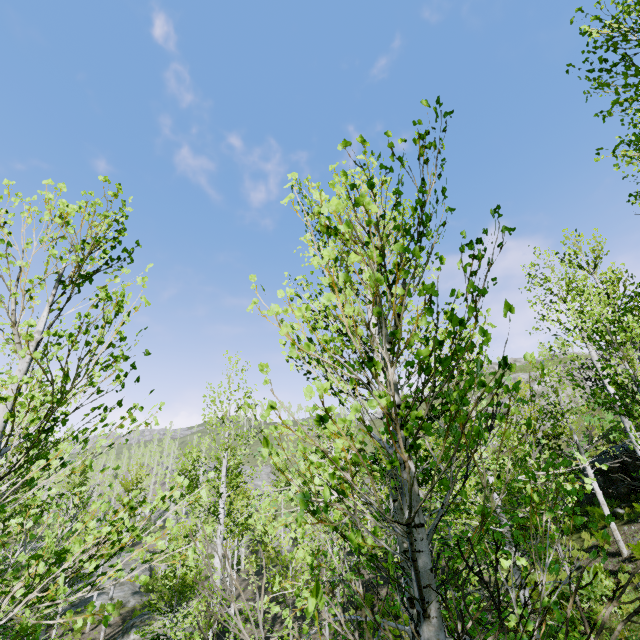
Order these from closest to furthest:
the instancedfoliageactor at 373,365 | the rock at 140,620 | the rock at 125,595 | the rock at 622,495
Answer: the instancedfoliageactor at 373,365, the rock at 622,495, the rock at 140,620, the rock at 125,595

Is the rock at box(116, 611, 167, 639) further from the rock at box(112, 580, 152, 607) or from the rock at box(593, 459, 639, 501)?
the rock at box(593, 459, 639, 501)

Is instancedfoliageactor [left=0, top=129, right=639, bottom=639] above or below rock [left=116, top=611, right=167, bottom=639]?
above

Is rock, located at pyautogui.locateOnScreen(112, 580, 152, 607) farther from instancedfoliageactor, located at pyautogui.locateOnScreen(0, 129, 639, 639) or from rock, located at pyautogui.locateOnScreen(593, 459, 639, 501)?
rock, located at pyautogui.locateOnScreen(593, 459, 639, 501)

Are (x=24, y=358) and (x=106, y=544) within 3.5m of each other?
no

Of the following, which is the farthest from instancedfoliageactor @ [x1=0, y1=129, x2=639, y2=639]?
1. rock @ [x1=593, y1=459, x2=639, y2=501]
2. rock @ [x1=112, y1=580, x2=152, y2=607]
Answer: rock @ [x1=593, y1=459, x2=639, y2=501]

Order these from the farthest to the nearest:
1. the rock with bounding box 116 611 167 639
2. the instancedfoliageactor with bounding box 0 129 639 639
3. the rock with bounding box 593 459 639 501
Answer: the rock with bounding box 116 611 167 639 < the rock with bounding box 593 459 639 501 < the instancedfoliageactor with bounding box 0 129 639 639

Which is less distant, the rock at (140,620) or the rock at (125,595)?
the rock at (140,620)
